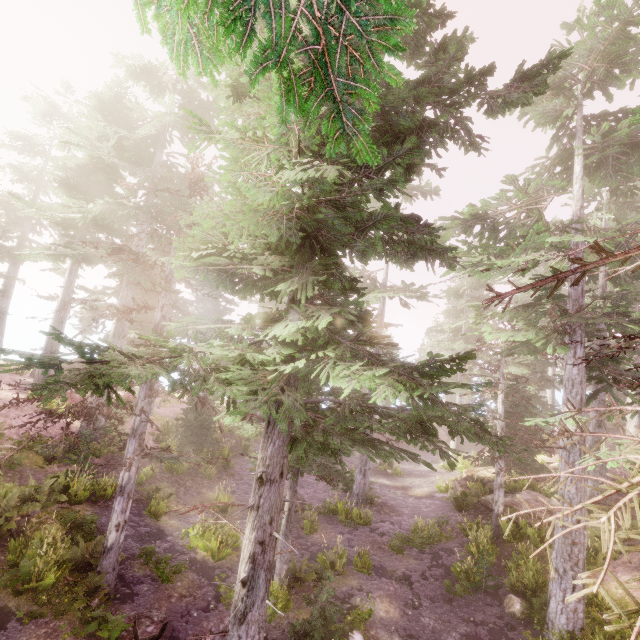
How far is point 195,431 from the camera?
20.9m

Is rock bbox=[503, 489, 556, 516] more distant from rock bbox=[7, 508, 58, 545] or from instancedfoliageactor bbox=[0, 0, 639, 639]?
rock bbox=[7, 508, 58, 545]

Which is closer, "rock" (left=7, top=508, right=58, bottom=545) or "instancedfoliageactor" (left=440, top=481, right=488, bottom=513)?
"rock" (left=7, top=508, right=58, bottom=545)

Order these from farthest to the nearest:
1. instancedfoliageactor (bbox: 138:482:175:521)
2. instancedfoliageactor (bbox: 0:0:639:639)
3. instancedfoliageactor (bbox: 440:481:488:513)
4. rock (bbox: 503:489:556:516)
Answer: instancedfoliageactor (bbox: 440:481:488:513), rock (bbox: 503:489:556:516), instancedfoliageactor (bbox: 138:482:175:521), instancedfoliageactor (bbox: 0:0:639:639)

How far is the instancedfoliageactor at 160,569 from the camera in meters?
10.4

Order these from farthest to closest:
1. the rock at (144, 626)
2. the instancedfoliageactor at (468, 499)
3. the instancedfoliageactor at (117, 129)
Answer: the instancedfoliageactor at (468, 499) → the rock at (144, 626) → the instancedfoliageactor at (117, 129)

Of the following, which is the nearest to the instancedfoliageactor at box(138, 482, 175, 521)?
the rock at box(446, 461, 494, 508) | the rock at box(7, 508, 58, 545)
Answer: the rock at box(446, 461, 494, 508)
